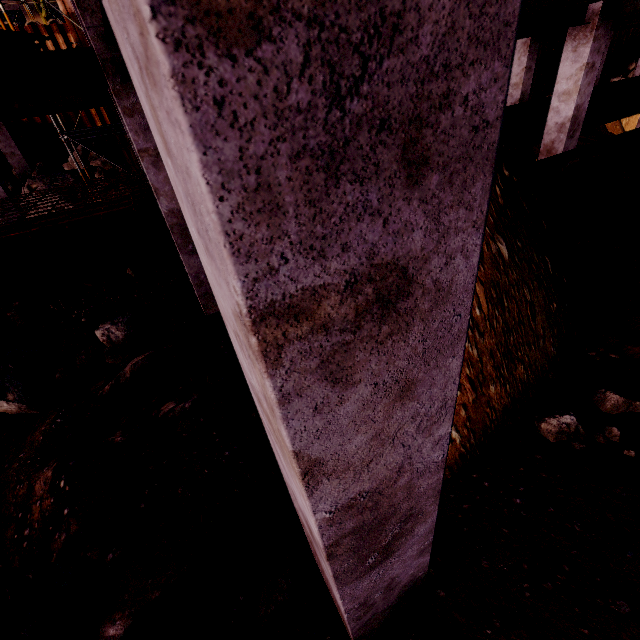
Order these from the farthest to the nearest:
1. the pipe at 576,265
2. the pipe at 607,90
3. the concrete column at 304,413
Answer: the pipe at 607,90 < the pipe at 576,265 < the concrete column at 304,413

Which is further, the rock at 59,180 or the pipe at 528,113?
the rock at 59,180

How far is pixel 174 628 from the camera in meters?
2.2 m

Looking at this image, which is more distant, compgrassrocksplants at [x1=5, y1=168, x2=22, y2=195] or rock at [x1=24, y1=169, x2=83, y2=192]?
compgrassrocksplants at [x1=5, y1=168, x2=22, y2=195]

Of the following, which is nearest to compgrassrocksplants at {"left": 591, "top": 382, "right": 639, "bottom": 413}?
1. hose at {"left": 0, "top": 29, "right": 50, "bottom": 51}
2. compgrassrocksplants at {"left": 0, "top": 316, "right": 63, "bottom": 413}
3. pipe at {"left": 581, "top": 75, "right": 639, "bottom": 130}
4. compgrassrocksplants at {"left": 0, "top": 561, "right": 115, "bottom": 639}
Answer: compgrassrocksplants at {"left": 0, "top": 561, "right": 115, "bottom": 639}

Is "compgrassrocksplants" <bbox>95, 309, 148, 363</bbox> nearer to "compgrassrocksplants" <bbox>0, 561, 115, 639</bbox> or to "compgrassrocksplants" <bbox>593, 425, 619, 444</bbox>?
"compgrassrocksplants" <bbox>0, 561, 115, 639</bbox>

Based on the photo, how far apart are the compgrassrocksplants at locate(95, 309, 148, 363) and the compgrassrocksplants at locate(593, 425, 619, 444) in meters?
6.6

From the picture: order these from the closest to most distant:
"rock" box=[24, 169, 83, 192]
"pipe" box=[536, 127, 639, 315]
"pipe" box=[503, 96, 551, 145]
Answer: "pipe" box=[536, 127, 639, 315], "pipe" box=[503, 96, 551, 145], "rock" box=[24, 169, 83, 192]
